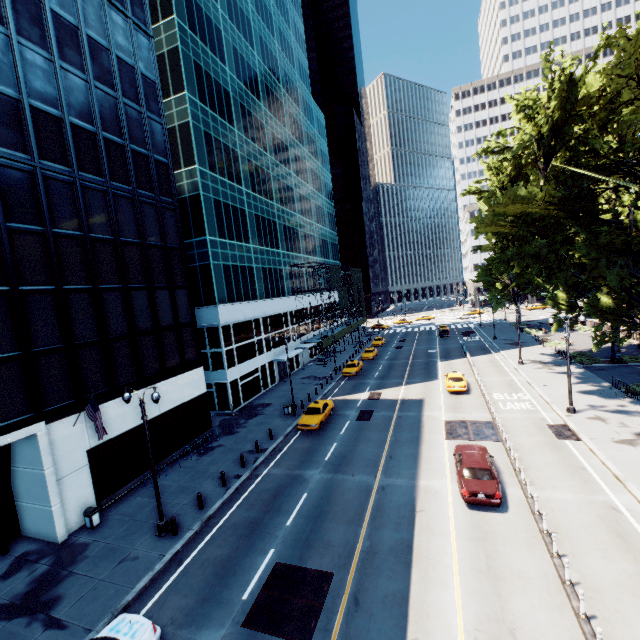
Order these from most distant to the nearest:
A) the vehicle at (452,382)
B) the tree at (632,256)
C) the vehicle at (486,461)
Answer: the vehicle at (452,382) → the tree at (632,256) → the vehicle at (486,461)

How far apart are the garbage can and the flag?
3.8 meters

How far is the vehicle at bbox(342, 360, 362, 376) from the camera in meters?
40.6 m

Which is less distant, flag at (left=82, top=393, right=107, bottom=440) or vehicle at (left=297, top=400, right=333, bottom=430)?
A: flag at (left=82, top=393, right=107, bottom=440)

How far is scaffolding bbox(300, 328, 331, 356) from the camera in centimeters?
4812cm

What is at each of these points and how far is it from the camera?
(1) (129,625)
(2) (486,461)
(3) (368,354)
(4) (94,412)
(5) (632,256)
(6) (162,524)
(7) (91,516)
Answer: (1) vehicle, 10.56m
(2) vehicle, 16.67m
(3) vehicle, 49.19m
(4) flag, 16.72m
(5) tree, 23.27m
(6) light, 15.88m
(7) garbage can, 16.89m

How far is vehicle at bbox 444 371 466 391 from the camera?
30.2 meters

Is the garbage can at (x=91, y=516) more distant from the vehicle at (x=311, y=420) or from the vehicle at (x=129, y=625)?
the vehicle at (x=311, y=420)
